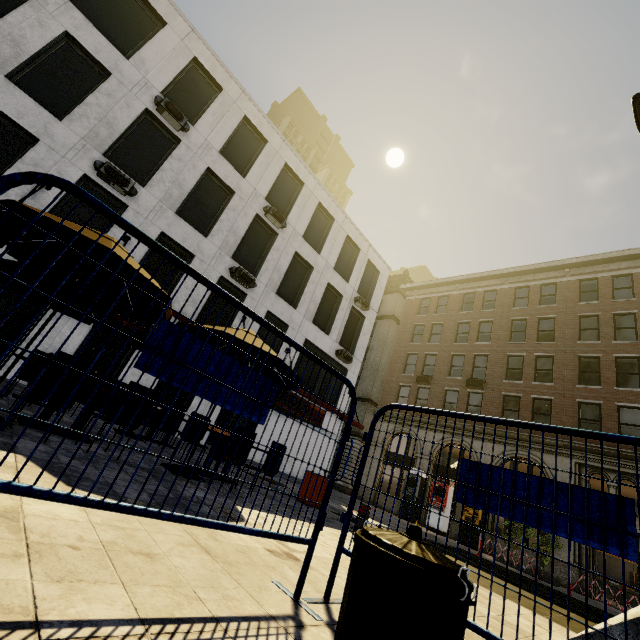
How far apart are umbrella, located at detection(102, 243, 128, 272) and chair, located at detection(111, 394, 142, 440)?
0.90m

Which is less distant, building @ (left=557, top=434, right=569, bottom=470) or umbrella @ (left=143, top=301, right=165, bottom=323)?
umbrella @ (left=143, top=301, right=165, bottom=323)

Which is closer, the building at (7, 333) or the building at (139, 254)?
the building at (7, 333)

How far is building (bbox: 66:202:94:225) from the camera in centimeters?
1132cm

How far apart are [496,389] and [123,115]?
25.6m

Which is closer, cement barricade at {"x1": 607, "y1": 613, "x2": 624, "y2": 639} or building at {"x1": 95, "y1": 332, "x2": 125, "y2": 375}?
cement barricade at {"x1": 607, "y1": 613, "x2": 624, "y2": 639}

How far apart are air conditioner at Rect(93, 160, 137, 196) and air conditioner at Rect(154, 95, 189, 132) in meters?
3.5

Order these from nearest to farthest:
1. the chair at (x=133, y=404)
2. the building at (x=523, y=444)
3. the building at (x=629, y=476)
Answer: the chair at (x=133, y=404), the building at (x=629, y=476), the building at (x=523, y=444)
